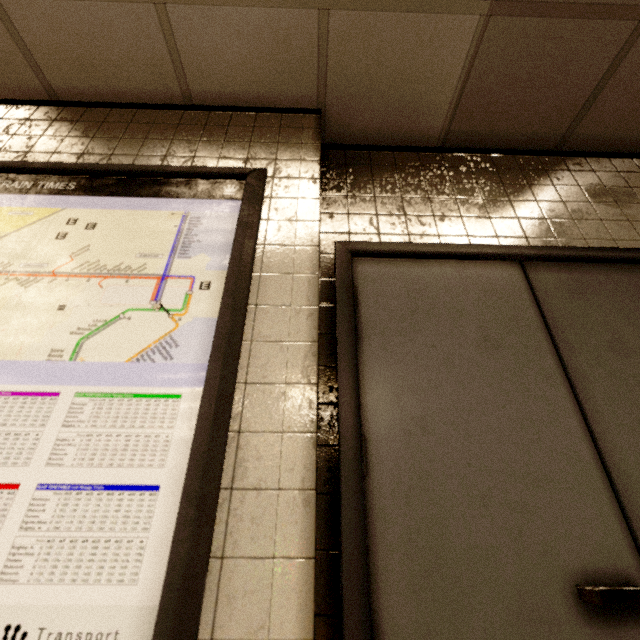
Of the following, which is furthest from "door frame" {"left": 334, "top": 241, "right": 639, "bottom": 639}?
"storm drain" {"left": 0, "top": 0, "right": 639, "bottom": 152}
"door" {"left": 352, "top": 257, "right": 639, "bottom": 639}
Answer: "storm drain" {"left": 0, "top": 0, "right": 639, "bottom": 152}

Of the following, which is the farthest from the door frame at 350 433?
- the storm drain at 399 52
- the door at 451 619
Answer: the storm drain at 399 52

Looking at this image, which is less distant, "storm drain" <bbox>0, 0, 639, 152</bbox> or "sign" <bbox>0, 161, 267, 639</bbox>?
A: "sign" <bbox>0, 161, 267, 639</bbox>

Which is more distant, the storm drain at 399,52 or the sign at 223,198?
the storm drain at 399,52

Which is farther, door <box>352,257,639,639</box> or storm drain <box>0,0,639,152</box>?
storm drain <box>0,0,639,152</box>

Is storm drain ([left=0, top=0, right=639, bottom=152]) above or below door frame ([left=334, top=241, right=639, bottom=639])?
above

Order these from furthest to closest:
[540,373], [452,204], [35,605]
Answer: [452,204], [540,373], [35,605]

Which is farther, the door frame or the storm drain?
the storm drain
